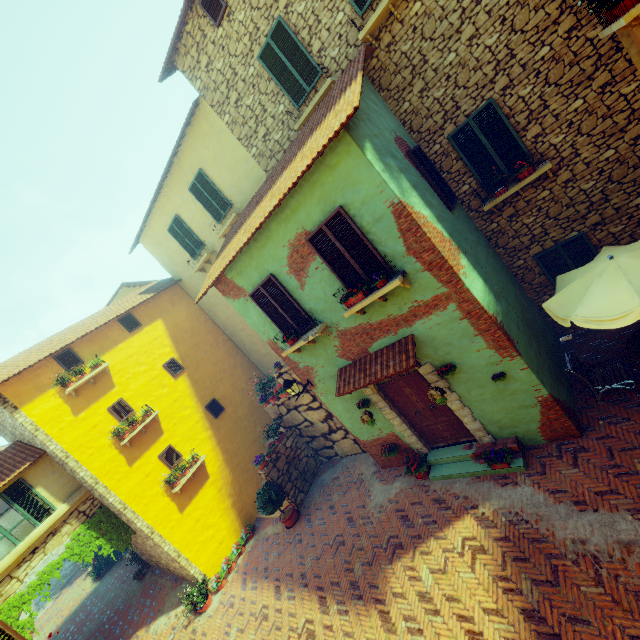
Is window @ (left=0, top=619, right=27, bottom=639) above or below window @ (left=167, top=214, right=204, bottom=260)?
below

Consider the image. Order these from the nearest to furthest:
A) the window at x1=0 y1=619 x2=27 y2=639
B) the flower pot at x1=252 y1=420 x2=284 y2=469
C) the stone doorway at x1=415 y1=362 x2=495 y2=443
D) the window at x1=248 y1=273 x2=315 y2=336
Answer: the window at x1=0 y1=619 x2=27 y2=639 → the stone doorway at x1=415 y1=362 x2=495 y2=443 → the window at x1=248 y1=273 x2=315 y2=336 → the flower pot at x1=252 y1=420 x2=284 y2=469

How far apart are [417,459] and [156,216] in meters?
13.6

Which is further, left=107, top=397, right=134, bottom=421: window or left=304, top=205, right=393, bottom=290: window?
left=107, top=397, right=134, bottom=421: window

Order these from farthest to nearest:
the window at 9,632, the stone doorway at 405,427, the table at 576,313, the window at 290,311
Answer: the stone doorway at 405,427 → the window at 290,311 → the table at 576,313 → the window at 9,632

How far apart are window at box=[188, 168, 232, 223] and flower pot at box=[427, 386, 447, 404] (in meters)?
9.14

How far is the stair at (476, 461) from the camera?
7.1 meters

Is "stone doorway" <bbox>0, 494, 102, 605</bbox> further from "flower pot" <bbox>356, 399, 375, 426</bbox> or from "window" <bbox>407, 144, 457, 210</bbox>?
"window" <bbox>407, 144, 457, 210</bbox>
